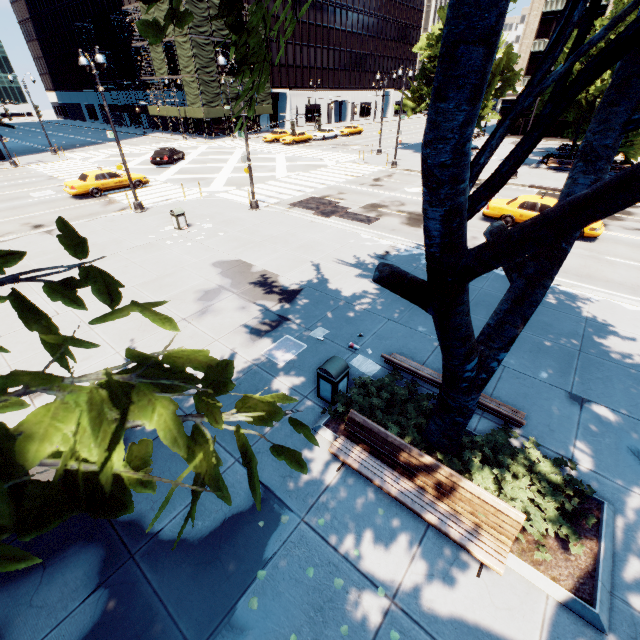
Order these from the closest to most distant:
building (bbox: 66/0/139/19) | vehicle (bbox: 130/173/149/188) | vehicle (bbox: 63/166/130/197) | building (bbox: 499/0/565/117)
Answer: vehicle (bbox: 63/166/130/197)
vehicle (bbox: 130/173/149/188)
building (bbox: 499/0/565/117)
building (bbox: 66/0/139/19)

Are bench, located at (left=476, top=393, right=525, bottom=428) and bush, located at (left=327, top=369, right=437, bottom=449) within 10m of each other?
yes

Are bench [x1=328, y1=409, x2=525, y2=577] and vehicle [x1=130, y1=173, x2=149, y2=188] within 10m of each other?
no

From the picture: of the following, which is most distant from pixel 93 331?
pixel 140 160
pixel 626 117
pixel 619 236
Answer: pixel 140 160

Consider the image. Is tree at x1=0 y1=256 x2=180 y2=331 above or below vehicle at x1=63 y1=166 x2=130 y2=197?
above

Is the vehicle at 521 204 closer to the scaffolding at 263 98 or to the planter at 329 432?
the planter at 329 432

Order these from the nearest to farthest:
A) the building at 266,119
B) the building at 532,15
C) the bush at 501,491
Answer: the bush at 501,491 < the building at 532,15 < the building at 266,119
